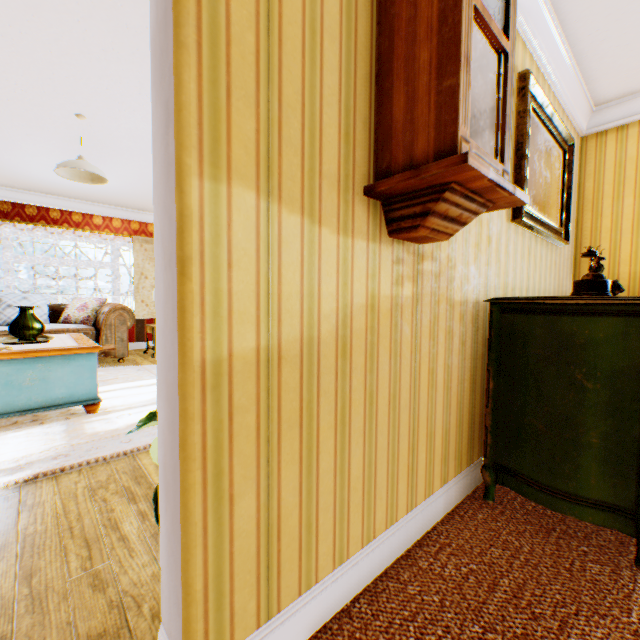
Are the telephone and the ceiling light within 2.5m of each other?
no

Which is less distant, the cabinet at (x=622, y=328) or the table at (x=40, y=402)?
the cabinet at (x=622, y=328)

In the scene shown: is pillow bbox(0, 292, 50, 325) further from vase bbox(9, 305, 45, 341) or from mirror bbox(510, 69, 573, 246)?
mirror bbox(510, 69, 573, 246)

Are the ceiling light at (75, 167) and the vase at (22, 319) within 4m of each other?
yes

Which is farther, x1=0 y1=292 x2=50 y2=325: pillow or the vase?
x1=0 y1=292 x2=50 y2=325: pillow

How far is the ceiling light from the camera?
3.4 meters

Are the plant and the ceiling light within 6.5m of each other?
yes

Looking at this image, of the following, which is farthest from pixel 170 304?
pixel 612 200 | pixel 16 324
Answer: pixel 612 200
